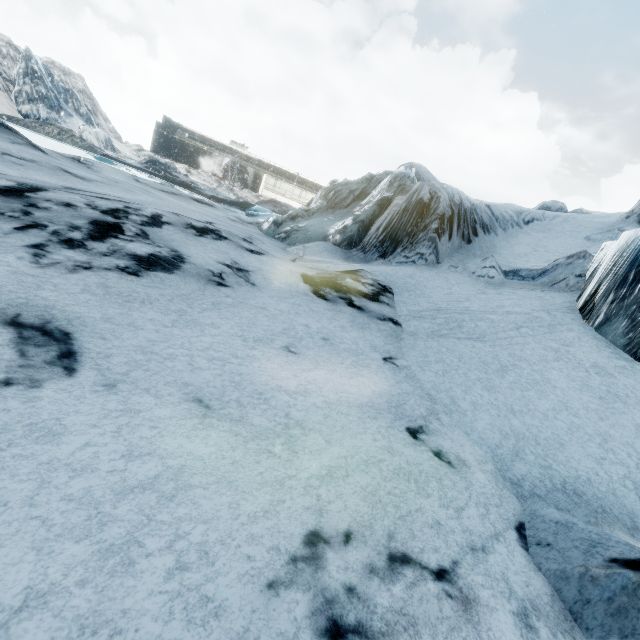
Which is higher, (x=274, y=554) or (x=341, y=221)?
(x=341, y=221)
